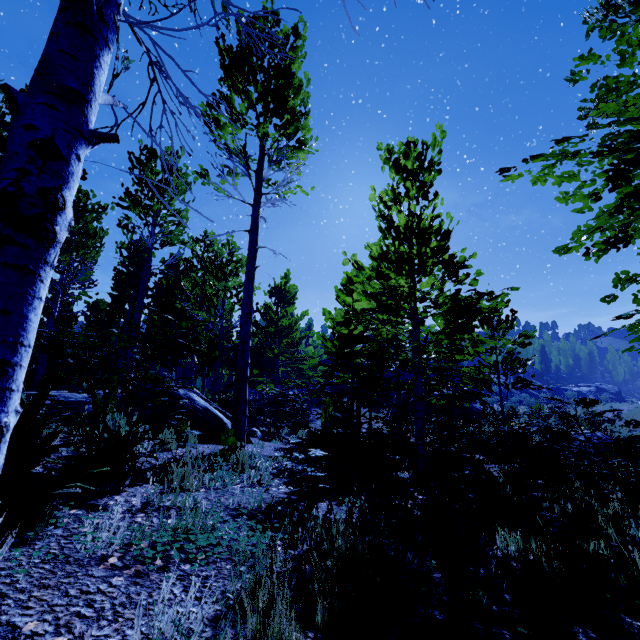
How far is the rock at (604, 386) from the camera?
46.80m

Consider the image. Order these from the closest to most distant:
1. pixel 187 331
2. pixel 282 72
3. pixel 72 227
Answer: pixel 187 331 < pixel 282 72 < pixel 72 227

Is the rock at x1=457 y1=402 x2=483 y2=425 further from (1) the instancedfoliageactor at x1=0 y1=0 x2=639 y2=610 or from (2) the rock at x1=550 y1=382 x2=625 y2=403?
(2) the rock at x1=550 y1=382 x2=625 y2=403

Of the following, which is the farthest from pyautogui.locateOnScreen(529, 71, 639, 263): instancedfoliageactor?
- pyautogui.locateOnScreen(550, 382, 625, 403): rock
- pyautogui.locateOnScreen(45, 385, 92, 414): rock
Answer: pyautogui.locateOnScreen(550, 382, 625, 403): rock

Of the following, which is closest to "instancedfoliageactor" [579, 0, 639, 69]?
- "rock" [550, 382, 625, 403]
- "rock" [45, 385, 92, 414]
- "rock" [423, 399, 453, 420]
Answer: "rock" [45, 385, 92, 414]

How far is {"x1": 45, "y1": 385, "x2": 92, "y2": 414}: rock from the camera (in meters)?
6.03

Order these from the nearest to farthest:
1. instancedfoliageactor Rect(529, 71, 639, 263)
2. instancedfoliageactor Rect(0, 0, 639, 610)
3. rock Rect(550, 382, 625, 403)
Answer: instancedfoliageactor Rect(0, 0, 639, 610)
instancedfoliageactor Rect(529, 71, 639, 263)
rock Rect(550, 382, 625, 403)

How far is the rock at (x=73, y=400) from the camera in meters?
6.0 m
